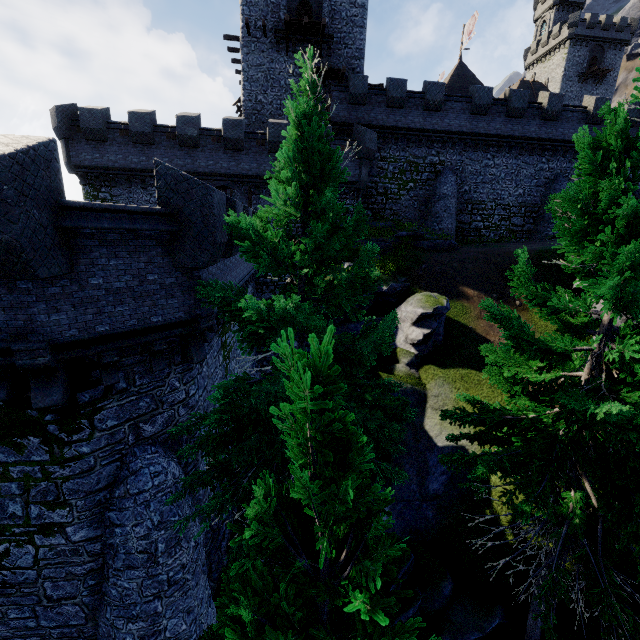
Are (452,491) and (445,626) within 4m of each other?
yes

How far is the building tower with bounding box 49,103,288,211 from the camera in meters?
21.0 m

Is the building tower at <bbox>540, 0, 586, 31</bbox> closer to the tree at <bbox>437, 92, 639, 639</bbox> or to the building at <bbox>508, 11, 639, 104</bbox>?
the building at <bbox>508, 11, 639, 104</bbox>

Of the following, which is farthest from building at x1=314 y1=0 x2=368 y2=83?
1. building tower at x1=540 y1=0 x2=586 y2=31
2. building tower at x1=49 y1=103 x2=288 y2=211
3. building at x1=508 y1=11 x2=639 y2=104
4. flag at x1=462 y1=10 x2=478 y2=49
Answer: building tower at x1=540 y1=0 x2=586 y2=31

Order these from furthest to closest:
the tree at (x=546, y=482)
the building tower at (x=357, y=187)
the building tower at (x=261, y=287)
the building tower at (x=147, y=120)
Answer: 1. the building tower at (x=261, y=287)
2. the building tower at (x=357, y=187)
3. the building tower at (x=147, y=120)
4. the tree at (x=546, y=482)

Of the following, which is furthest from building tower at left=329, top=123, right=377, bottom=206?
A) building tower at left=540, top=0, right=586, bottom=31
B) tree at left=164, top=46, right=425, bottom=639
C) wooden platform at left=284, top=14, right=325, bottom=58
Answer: building tower at left=540, top=0, right=586, bottom=31

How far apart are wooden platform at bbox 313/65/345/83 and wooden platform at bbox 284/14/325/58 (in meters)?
1.31

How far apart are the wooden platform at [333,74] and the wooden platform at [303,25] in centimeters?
131cm
